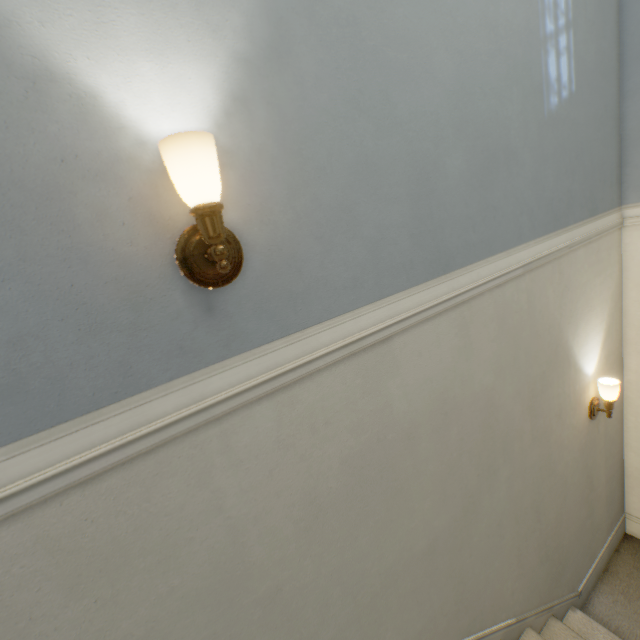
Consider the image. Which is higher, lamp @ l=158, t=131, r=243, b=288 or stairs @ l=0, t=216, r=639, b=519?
lamp @ l=158, t=131, r=243, b=288

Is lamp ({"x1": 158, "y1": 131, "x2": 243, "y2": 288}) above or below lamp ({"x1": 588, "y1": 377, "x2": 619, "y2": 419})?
above

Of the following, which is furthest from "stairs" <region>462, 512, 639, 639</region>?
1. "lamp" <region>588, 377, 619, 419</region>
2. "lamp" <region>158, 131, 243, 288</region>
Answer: "lamp" <region>588, 377, 619, 419</region>

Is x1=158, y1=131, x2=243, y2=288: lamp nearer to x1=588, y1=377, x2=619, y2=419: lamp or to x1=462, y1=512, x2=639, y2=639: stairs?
x1=462, y1=512, x2=639, y2=639: stairs

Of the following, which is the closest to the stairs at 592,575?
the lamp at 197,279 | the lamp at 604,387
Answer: the lamp at 197,279

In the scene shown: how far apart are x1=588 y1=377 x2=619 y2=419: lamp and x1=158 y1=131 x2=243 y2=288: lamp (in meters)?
2.26

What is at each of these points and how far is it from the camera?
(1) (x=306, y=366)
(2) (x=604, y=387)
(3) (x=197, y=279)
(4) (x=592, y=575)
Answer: (1) stairs, 0.9m
(2) lamp, 1.9m
(3) lamp, 0.7m
(4) stairs, 2.3m
